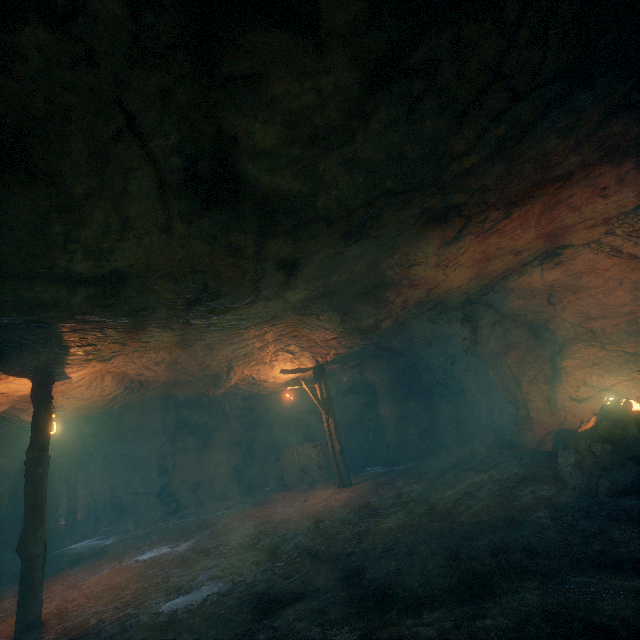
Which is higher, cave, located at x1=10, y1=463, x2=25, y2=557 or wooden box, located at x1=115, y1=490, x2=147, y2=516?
cave, located at x1=10, y1=463, x2=25, y2=557

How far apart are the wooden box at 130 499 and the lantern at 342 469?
16.7 meters

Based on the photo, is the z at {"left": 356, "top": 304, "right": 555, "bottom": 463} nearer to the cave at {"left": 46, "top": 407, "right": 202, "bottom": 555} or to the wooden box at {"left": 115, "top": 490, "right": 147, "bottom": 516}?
the cave at {"left": 46, "top": 407, "right": 202, "bottom": 555}

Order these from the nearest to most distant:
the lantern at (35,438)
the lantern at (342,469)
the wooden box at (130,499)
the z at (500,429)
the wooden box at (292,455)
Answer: the lantern at (35,438)
the z at (500,429)
the lantern at (342,469)
the wooden box at (292,455)
the wooden box at (130,499)

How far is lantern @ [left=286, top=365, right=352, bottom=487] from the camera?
12.1 meters

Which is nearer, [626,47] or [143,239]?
[626,47]

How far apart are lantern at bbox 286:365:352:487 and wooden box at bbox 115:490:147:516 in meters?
16.7 m

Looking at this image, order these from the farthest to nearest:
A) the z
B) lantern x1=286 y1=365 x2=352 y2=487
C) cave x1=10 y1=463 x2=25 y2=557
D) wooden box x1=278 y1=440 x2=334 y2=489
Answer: wooden box x1=278 y1=440 x2=334 y2=489
cave x1=10 y1=463 x2=25 y2=557
lantern x1=286 y1=365 x2=352 y2=487
the z
